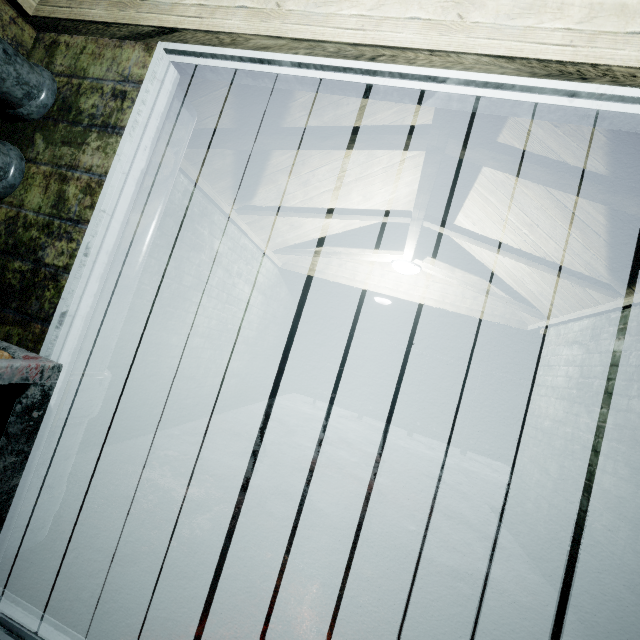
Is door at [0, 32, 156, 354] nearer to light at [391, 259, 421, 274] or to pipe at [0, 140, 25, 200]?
pipe at [0, 140, 25, 200]

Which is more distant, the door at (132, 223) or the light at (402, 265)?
the light at (402, 265)

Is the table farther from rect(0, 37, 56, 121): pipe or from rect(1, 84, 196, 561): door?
rect(0, 37, 56, 121): pipe

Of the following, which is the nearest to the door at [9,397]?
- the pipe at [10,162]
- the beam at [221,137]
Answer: the pipe at [10,162]

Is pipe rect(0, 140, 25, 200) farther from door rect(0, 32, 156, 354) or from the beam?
the beam

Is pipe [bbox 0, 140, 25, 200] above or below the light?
below

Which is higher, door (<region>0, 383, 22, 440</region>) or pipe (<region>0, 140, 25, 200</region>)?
pipe (<region>0, 140, 25, 200</region>)

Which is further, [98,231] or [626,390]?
[626,390]
